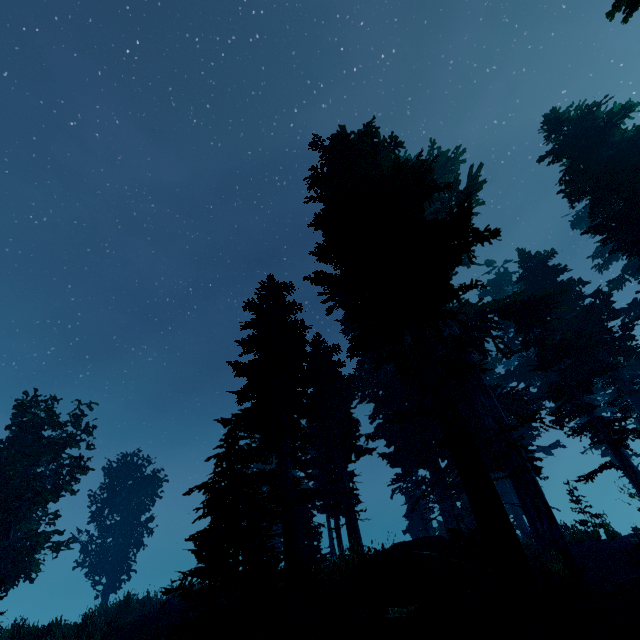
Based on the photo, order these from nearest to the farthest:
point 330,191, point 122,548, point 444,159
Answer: point 330,191 < point 444,159 < point 122,548

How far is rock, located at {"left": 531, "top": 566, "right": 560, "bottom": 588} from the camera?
7.0 meters

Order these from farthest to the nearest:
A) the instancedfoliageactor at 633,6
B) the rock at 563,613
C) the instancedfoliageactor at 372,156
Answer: the instancedfoliageactor at 372,156 < the rock at 563,613 < the instancedfoliageactor at 633,6

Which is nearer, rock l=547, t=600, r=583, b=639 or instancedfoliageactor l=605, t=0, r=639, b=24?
instancedfoliageactor l=605, t=0, r=639, b=24

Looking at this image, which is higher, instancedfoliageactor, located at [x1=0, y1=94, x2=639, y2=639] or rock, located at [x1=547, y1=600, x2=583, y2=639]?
instancedfoliageactor, located at [x1=0, y1=94, x2=639, y2=639]

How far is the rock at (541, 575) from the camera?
7.0 meters

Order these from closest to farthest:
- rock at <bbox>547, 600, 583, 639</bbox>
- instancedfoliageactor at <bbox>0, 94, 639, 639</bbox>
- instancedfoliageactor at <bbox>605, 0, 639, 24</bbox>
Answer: instancedfoliageactor at <bbox>605, 0, 639, 24</bbox>
rock at <bbox>547, 600, 583, 639</bbox>
instancedfoliageactor at <bbox>0, 94, 639, 639</bbox>

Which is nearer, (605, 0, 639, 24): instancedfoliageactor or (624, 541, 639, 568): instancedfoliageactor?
(605, 0, 639, 24): instancedfoliageactor
